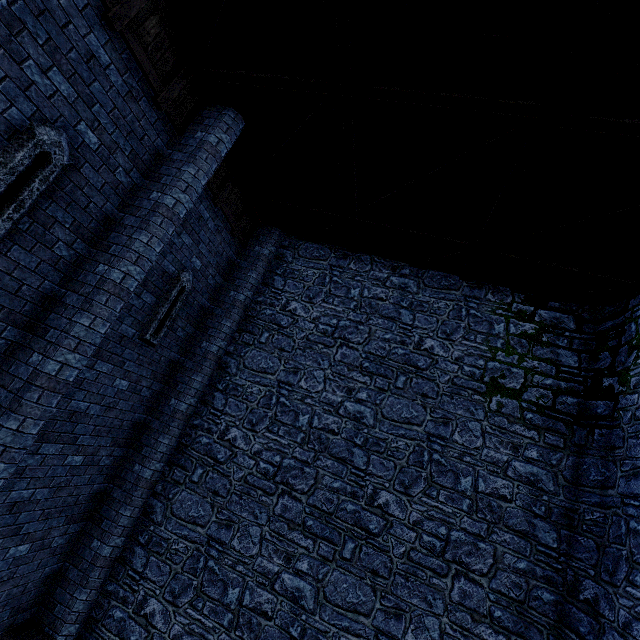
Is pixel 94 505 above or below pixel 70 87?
below

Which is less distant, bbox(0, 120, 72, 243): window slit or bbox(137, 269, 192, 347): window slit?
bbox(0, 120, 72, 243): window slit

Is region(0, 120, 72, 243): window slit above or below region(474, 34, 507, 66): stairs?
below

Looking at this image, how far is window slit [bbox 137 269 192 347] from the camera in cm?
656

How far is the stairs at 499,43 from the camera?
3.8m

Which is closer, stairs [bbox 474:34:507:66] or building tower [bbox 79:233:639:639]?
stairs [bbox 474:34:507:66]

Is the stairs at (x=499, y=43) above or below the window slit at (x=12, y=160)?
above

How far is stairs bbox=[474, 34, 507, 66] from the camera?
3.8 meters
